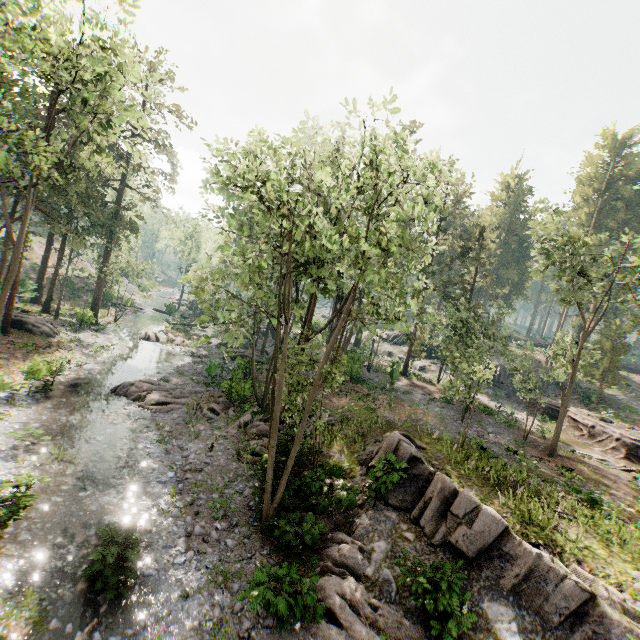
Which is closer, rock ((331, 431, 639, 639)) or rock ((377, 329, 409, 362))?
rock ((331, 431, 639, 639))

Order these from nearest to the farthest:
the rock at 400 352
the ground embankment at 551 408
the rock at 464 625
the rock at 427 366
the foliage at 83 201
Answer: the rock at 464 625, the foliage at 83 201, the ground embankment at 551 408, the rock at 427 366, the rock at 400 352

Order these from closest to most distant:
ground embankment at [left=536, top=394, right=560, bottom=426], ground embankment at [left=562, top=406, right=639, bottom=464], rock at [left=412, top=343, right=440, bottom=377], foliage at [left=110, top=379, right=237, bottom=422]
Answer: foliage at [left=110, top=379, right=237, bottom=422] → ground embankment at [left=562, top=406, right=639, bottom=464] → ground embankment at [left=536, top=394, right=560, bottom=426] → rock at [left=412, top=343, right=440, bottom=377]

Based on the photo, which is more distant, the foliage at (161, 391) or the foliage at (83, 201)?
the foliage at (161, 391)

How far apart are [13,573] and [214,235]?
33.2 meters

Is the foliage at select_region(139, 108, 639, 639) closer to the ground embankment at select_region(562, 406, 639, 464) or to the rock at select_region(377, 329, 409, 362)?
the ground embankment at select_region(562, 406, 639, 464)

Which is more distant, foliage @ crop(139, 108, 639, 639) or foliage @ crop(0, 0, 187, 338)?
foliage @ crop(0, 0, 187, 338)

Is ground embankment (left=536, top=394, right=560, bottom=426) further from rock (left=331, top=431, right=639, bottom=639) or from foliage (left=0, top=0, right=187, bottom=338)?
rock (left=331, top=431, right=639, bottom=639)
